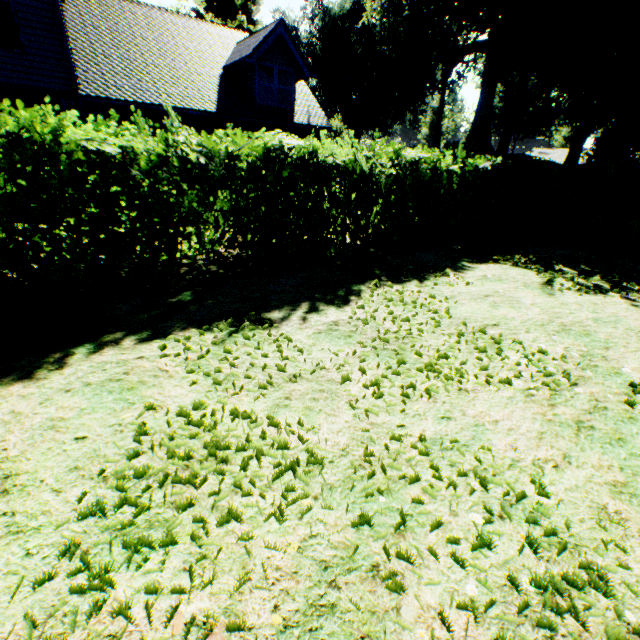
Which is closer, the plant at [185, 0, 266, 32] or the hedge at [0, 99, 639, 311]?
the hedge at [0, 99, 639, 311]

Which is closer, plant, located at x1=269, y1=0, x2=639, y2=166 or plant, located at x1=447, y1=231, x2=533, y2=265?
plant, located at x1=447, y1=231, x2=533, y2=265

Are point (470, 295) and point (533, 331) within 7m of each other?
yes

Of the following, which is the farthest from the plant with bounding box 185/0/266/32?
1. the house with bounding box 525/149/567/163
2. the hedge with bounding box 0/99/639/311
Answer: the hedge with bounding box 0/99/639/311

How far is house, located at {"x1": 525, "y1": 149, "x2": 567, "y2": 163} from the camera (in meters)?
49.37

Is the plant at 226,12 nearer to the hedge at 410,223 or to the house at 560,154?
the house at 560,154
